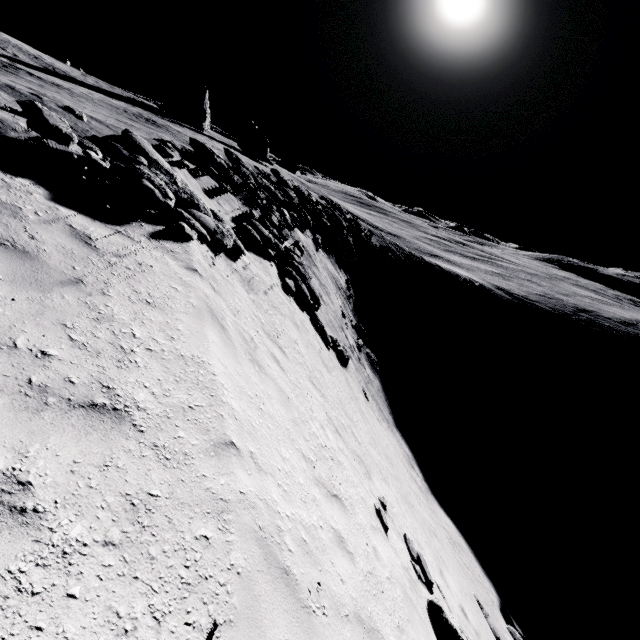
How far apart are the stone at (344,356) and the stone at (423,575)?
8.31m

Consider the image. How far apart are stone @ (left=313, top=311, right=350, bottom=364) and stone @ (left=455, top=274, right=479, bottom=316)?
36.32m

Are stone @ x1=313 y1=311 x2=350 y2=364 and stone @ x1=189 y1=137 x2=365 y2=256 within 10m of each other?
no

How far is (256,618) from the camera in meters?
2.8 m

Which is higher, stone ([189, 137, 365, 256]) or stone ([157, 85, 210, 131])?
stone ([157, 85, 210, 131])

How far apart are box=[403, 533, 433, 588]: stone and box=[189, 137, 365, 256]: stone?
20.16m

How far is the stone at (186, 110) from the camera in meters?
49.9 m

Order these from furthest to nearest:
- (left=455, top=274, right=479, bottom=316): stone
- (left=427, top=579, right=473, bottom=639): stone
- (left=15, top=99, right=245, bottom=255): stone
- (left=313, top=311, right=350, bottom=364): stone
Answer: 1. (left=455, top=274, right=479, bottom=316): stone
2. (left=313, top=311, right=350, bottom=364): stone
3. (left=427, top=579, right=473, bottom=639): stone
4. (left=15, top=99, right=245, bottom=255): stone
